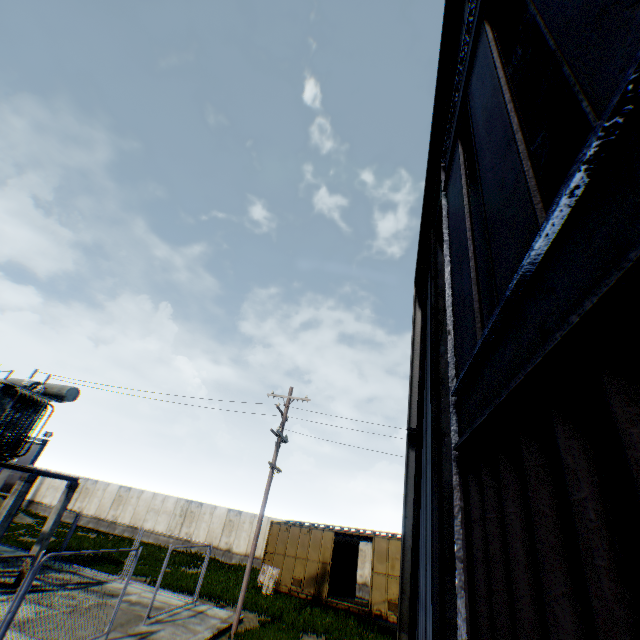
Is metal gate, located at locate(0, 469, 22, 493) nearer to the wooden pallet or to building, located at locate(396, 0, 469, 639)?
the wooden pallet

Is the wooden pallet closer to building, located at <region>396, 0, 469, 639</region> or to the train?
the train

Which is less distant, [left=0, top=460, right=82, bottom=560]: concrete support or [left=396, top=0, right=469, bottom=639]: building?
[left=396, top=0, right=469, bottom=639]: building

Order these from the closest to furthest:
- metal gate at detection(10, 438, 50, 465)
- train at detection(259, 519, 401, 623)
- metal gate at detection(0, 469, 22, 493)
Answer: train at detection(259, 519, 401, 623), metal gate at detection(0, 469, 22, 493), metal gate at detection(10, 438, 50, 465)

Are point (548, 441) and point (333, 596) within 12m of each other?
no

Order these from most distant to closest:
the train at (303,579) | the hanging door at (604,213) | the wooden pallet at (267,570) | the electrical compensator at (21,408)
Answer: the wooden pallet at (267,570) < the train at (303,579) < the electrical compensator at (21,408) < the hanging door at (604,213)

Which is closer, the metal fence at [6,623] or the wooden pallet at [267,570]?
the metal fence at [6,623]

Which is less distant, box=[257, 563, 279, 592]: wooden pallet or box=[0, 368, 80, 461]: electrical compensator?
box=[0, 368, 80, 461]: electrical compensator
